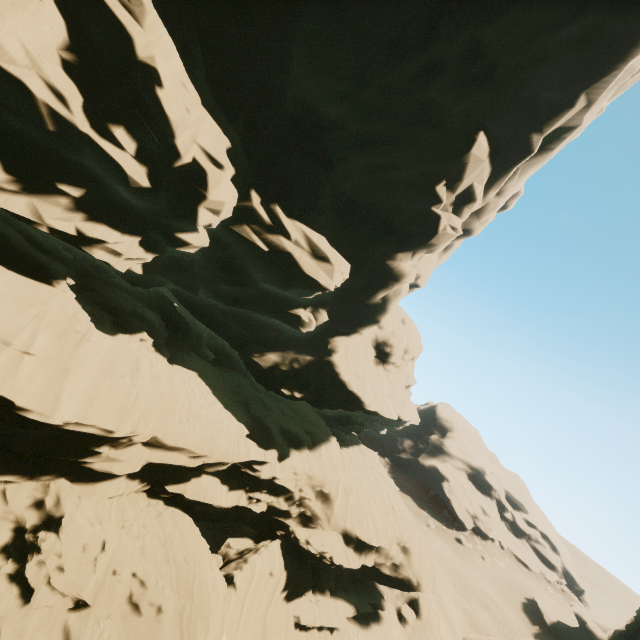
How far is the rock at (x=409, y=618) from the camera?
26.9m

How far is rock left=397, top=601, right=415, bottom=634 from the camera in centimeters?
2691cm

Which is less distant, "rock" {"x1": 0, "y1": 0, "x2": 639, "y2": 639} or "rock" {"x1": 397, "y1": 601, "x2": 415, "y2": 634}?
"rock" {"x1": 0, "y1": 0, "x2": 639, "y2": 639}

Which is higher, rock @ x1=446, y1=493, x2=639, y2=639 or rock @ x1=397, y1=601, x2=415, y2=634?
rock @ x1=446, y1=493, x2=639, y2=639

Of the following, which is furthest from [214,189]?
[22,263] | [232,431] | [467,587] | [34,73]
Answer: [467,587]

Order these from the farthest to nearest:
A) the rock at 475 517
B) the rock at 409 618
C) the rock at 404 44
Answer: the rock at 409 618 < the rock at 475 517 < the rock at 404 44

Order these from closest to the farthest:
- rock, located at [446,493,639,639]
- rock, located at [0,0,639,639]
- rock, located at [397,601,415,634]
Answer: rock, located at [0,0,639,639], rock, located at [446,493,639,639], rock, located at [397,601,415,634]
